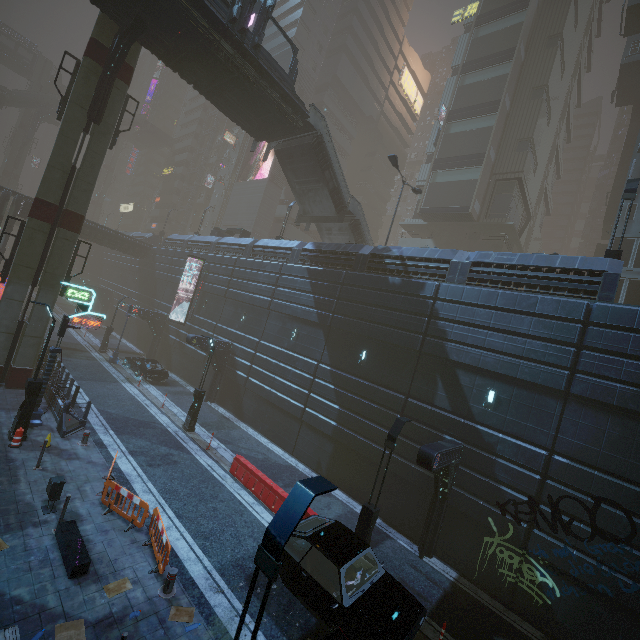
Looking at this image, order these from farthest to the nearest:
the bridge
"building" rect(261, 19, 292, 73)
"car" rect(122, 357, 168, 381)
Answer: "building" rect(261, 19, 292, 73)
"car" rect(122, 357, 168, 381)
the bridge

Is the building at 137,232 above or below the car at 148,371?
above

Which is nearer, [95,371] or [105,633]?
[105,633]

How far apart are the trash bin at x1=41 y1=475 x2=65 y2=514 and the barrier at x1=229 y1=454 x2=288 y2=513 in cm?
682

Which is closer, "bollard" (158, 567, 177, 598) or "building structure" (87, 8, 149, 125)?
"bollard" (158, 567, 177, 598)

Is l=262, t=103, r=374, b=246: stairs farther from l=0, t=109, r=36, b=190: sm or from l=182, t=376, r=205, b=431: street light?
l=0, t=109, r=36, b=190: sm

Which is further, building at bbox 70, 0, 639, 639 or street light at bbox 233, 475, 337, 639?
building at bbox 70, 0, 639, 639

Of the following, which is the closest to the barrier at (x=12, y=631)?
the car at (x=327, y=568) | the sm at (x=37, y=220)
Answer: the car at (x=327, y=568)
